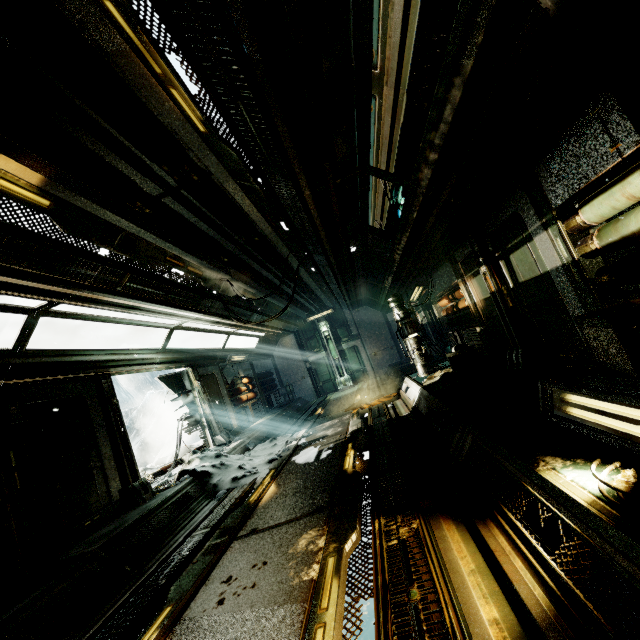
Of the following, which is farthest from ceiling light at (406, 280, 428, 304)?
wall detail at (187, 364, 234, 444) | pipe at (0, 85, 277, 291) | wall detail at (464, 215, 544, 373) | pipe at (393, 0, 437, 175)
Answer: wall detail at (187, 364, 234, 444)

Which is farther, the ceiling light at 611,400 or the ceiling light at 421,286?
the ceiling light at 421,286

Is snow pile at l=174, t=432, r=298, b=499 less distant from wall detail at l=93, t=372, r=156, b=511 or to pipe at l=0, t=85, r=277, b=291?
wall detail at l=93, t=372, r=156, b=511

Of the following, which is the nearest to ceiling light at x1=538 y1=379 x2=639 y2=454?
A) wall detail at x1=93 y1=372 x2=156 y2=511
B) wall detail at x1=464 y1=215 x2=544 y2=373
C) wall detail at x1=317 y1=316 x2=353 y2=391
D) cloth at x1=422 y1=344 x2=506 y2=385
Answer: wall detail at x1=464 y1=215 x2=544 y2=373

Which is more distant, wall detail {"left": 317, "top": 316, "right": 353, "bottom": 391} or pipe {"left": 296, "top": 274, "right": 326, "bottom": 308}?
wall detail {"left": 317, "top": 316, "right": 353, "bottom": 391}

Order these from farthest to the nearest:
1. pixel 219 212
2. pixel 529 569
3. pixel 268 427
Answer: Answer:
pixel 268 427
pixel 219 212
pixel 529 569

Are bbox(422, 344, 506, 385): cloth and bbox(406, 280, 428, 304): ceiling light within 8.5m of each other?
yes

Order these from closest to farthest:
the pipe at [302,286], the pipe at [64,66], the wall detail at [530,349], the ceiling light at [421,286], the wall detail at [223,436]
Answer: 1. the pipe at [64,66]
2. the wall detail at [530,349]
3. the ceiling light at [421,286]
4. the wall detail at [223,436]
5. the pipe at [302,286]
